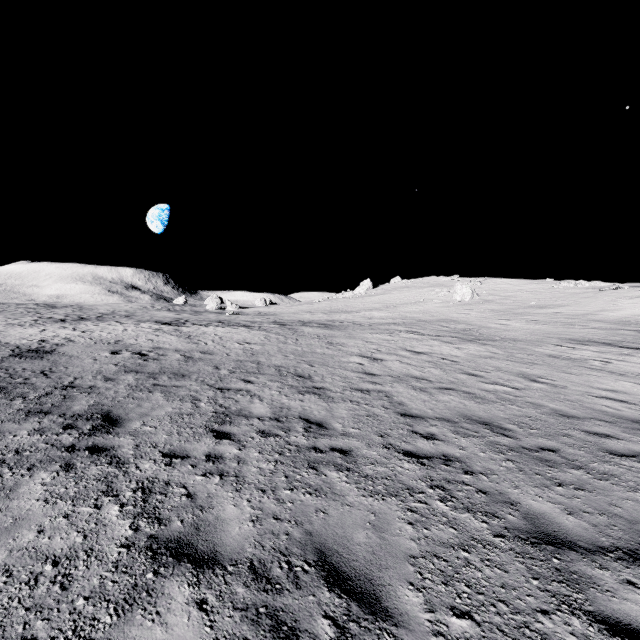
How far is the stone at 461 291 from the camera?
42.9 meters

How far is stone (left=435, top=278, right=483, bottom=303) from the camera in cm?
4287

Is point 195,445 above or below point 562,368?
below
